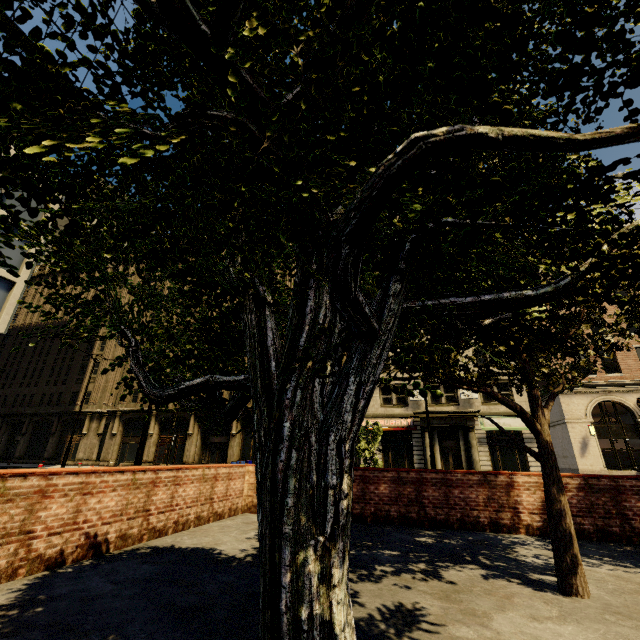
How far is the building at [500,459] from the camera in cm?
2305

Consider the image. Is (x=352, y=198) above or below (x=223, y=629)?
above

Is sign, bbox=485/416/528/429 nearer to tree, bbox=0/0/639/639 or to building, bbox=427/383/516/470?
building, bbox=427/383/516/470

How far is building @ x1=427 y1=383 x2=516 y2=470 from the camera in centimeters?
2403cm

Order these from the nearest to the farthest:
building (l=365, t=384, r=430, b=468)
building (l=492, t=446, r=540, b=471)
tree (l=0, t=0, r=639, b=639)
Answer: tree (l=0, t=0, r=639, b=639) < building (l=492, t=446, r=540, b=471) < building (l=365, t=384, r=430, b=468)
